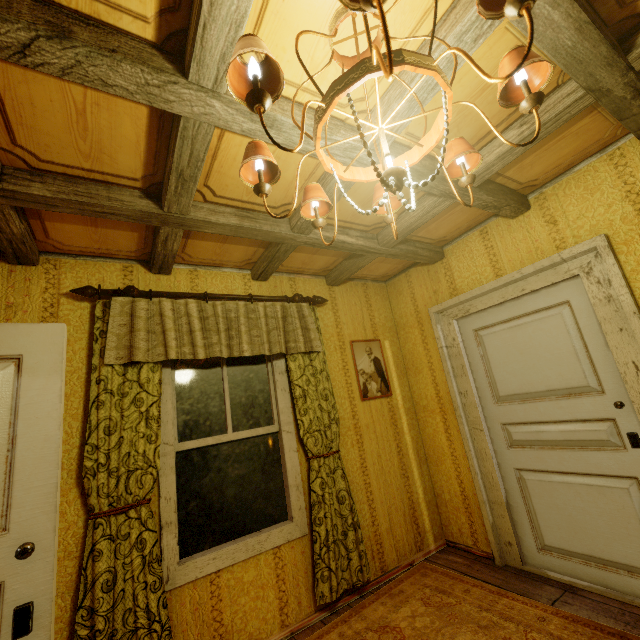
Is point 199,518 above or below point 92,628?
above

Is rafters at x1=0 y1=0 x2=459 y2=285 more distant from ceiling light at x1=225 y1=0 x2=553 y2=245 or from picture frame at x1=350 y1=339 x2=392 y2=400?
picture frame at x1=350 y1=339 x2=392 y2=400

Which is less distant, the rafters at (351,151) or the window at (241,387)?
the rafters at (351,151)

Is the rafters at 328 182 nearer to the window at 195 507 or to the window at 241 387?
the window at 241 387

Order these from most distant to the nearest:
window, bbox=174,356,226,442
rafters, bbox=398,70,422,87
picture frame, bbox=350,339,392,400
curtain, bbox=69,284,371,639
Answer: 1. picture frame, bbox=350,339,392,400
2. window, bbox=174,356,226,442
3. curtain, bbox=69,284,371,639
4. rafters, bbox=398,70,422,87

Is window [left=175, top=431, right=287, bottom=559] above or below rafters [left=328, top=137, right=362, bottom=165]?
below

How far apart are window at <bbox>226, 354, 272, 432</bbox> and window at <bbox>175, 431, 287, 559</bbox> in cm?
7

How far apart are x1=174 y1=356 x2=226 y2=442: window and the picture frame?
0.9m
